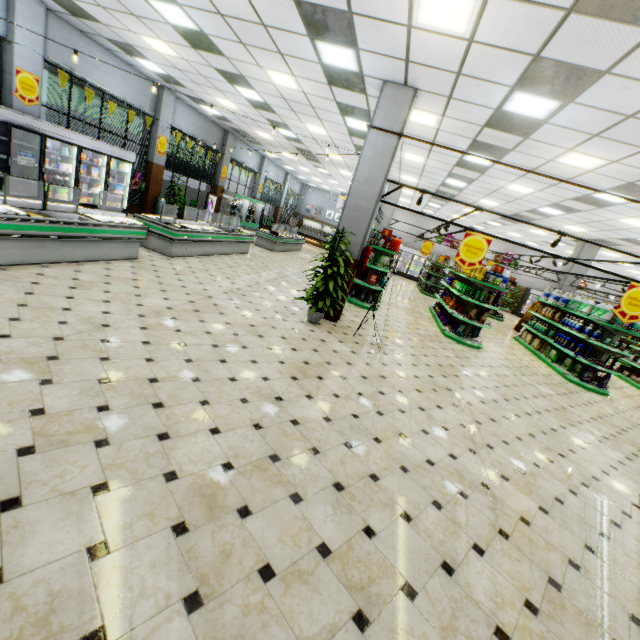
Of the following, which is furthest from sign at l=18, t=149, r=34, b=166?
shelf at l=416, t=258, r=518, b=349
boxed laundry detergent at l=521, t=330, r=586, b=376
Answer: boxed laundry detergent at l=521, t=330, r=586, b=376

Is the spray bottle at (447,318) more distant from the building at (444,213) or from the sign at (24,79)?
the sign at (24,79)

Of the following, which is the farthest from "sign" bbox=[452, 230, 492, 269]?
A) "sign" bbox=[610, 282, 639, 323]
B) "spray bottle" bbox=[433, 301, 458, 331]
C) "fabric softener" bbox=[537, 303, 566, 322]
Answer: "fabric softener" bbox=[537, 303, 566, 322]

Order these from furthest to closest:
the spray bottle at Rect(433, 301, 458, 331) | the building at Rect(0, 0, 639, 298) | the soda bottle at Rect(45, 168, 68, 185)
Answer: the spray bottle at Rect(433, 301, 458, 331) → the soda bottle at Rect(45, 168, 68, 185) → the building at Rect(0, 0, 639, 298)

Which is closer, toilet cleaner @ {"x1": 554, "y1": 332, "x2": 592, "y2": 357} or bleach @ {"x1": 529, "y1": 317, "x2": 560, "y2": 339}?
toilet cleaner @ {"x1": 554, "y1": 332, "x2": 592, "y2": 357}

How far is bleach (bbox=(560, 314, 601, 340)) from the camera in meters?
9.4

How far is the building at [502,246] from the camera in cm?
2422

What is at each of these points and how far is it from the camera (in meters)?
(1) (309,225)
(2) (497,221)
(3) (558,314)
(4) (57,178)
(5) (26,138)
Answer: (1) bread shelf, 32.69
(2) building, 17.39
(3) fabric softener, 11.40
(4) soda bottle, 9.20
(5) wall refrigerator, 8.48
